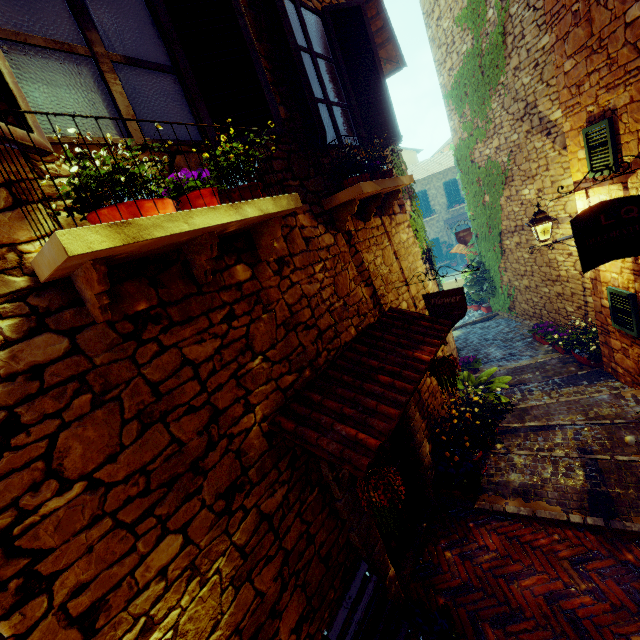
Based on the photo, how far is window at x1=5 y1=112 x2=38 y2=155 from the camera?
1.4 meters

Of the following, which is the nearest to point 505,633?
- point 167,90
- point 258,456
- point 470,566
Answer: point 470,566

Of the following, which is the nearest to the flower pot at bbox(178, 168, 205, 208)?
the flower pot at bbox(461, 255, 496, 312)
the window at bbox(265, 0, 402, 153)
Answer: the window at bbox(265, 0, 402, 153)

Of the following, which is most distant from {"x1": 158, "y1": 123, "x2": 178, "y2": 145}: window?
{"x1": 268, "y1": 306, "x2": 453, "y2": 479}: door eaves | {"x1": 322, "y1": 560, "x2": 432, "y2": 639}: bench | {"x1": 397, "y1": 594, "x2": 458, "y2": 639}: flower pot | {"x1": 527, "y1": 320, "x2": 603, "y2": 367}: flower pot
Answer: {"x1": 527, "y1": 320, "x2": 603, "y2": 367}: flower pot

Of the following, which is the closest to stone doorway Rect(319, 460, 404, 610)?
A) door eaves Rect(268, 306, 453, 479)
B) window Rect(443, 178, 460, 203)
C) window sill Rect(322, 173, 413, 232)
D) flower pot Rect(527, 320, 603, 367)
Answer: door eaves Rect(268, 306, 453, 479)

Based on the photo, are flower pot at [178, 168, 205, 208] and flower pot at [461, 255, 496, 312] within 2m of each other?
no

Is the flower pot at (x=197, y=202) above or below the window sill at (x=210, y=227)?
above

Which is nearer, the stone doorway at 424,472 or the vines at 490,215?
the stone doorway at 424,472
